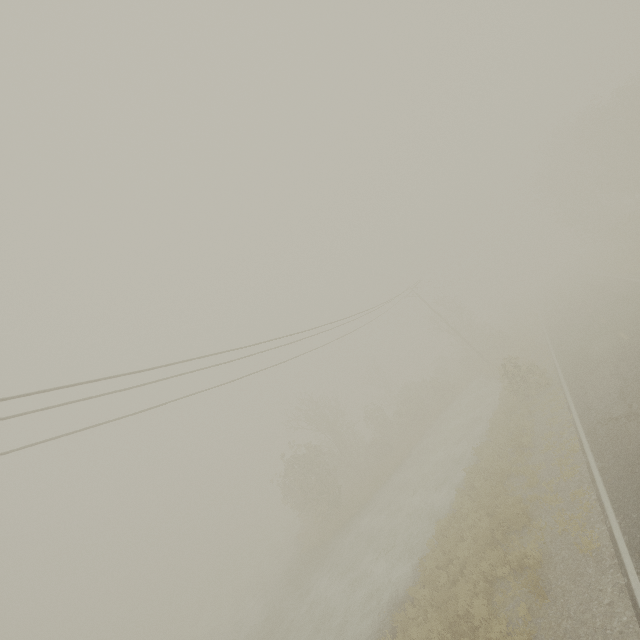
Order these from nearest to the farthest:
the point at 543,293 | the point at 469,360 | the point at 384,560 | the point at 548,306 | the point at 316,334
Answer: the point at 384,560 → the point at 316,334 → the point at 469,360 → the point at 548,306 → the point at 543,293
